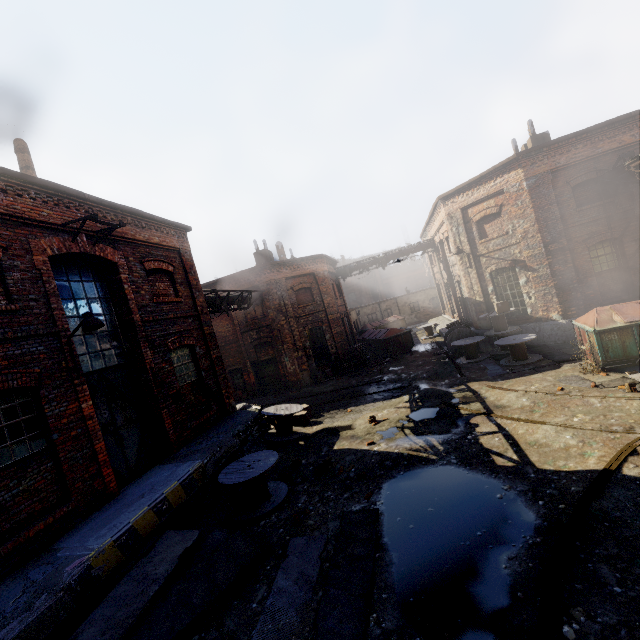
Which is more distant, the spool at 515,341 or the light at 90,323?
the spool at 515,341

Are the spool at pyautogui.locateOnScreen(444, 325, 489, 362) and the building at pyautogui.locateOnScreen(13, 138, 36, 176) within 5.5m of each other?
no

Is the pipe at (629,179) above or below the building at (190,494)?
above

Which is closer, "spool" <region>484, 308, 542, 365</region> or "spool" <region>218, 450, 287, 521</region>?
"spool" <region>218, 450, 287, 521</region>

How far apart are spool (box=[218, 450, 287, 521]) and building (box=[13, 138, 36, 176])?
10.27m

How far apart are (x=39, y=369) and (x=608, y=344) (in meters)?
14.82

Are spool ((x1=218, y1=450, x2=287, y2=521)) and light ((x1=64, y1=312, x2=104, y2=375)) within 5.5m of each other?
yes

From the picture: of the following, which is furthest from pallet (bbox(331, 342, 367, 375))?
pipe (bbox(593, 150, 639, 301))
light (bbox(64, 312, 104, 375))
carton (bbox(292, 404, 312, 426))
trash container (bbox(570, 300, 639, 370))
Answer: light (bbox(64, 312, 104, 375))
